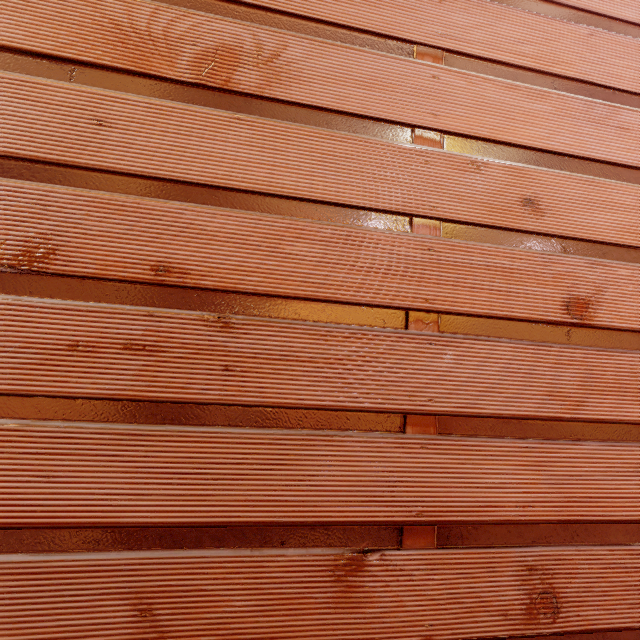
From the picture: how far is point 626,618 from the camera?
1.9m
